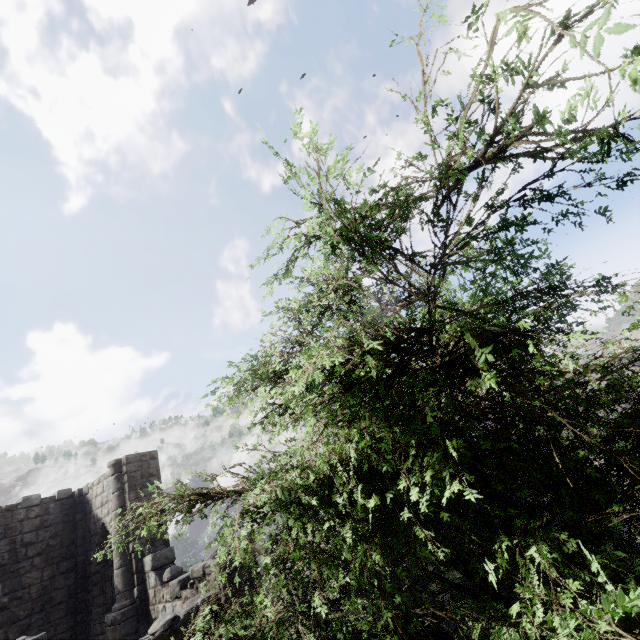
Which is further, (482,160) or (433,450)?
(433,450)
